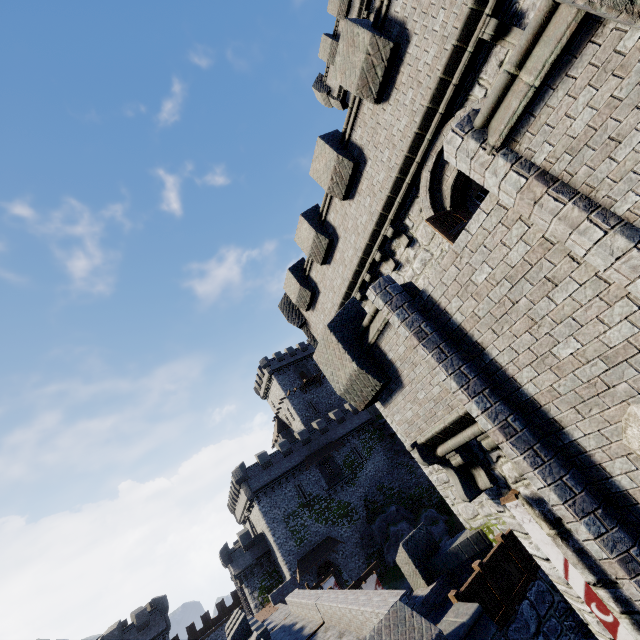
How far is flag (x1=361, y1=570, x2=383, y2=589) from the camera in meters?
19.1 m

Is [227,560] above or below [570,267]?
above

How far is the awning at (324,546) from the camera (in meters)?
34.28

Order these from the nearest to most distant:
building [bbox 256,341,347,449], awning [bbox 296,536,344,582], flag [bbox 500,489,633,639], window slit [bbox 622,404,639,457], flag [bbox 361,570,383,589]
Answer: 1. window slit [bbox 622,404,639,457]
2. flag [bbox 500,489,633,639]
3. flag [bbox 361,570,383,589]
4. awning [bbox 296,536,344,582]
5. building [bbox 256,341,347,449]

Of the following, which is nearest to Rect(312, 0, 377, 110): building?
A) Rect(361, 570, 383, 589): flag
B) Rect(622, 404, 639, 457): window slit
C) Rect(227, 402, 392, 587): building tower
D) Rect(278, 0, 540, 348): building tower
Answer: Rect(278, 0, 540, 348): building tower

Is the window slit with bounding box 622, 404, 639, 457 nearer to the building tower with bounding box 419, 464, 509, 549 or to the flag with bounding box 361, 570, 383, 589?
the building tower with bounding box 419, 464, 509, 549

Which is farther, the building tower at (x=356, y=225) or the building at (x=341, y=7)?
the building at (x=341, y=7)

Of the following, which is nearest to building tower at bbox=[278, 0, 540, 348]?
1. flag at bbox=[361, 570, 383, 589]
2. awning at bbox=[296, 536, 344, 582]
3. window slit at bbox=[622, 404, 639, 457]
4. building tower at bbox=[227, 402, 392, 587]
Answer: window slit at bbox=[622, 404, 639, 457]
